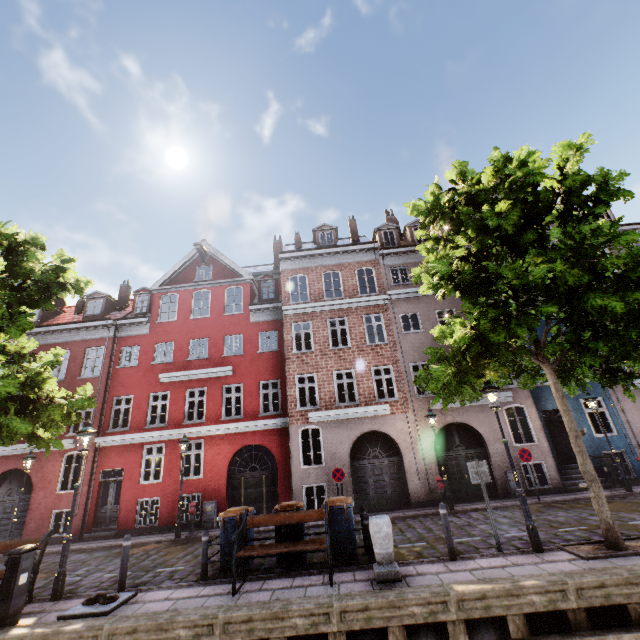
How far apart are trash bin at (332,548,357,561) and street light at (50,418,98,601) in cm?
613

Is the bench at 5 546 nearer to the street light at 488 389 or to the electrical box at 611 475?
the street light at 488 389

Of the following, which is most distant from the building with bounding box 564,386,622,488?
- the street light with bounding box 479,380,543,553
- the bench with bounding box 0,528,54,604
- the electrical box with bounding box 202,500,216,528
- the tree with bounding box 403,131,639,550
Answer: the bench with bounding box 0,528,54,604

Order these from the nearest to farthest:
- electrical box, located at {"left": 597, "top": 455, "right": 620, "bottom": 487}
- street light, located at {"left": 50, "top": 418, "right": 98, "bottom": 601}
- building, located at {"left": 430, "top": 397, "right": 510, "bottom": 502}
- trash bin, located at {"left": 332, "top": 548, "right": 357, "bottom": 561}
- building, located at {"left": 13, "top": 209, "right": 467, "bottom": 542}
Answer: street light, located at {"left": 50, "top": 418, "right": 98, "bottom": 601} < trash bin, located at {"left": 332, "top": 548, "right": 357, "bottom": 561} < electrical box, located at {"left": 597, "top": 455, "right": 620, "bottom": 487} < building, located at {"left": 430, "top": 397, "right": 510, "bottom": 502} < building, located at {"left": 13, "top": 209, "right": 467, "bottom": 542}

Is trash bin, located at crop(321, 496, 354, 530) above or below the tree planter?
above

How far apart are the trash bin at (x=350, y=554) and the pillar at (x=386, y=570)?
1.16m

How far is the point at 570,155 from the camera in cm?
684

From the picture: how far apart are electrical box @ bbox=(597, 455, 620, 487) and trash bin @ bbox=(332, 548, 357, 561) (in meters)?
12.88
